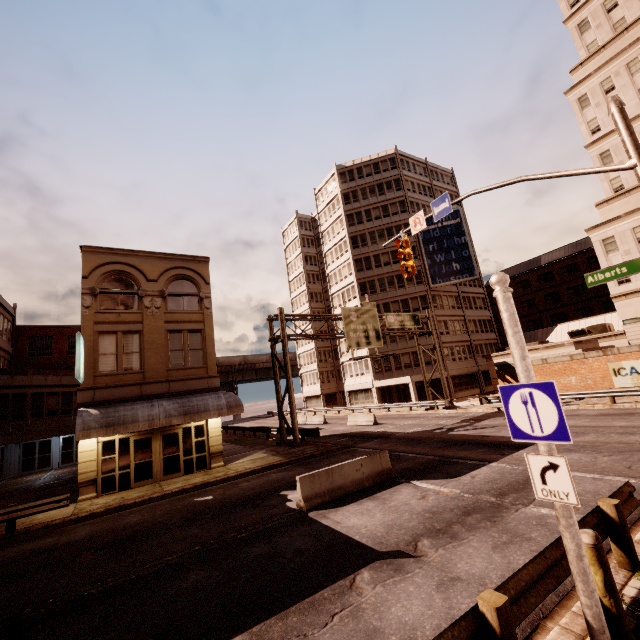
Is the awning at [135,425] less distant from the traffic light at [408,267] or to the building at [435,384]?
the traffic light at [408,267]

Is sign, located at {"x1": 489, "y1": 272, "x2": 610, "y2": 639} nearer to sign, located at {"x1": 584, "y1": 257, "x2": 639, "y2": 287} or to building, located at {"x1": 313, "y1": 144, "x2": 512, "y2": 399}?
sign, located at {"x1": 584, "y1": 257, "x2": 639, "y2": 287}

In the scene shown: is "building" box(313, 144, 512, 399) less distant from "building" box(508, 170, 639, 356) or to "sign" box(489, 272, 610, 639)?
"building" box(508, 170, 639, 356)

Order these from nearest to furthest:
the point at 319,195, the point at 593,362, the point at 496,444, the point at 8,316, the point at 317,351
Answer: the point at 496,444
the point at 593,362
the point at 8,316
the point at 319,195
the point at 317,351

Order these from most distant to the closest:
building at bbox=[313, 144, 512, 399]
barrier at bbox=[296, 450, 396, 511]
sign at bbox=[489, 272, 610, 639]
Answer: building at bbox=[313, 144, 512, 399] < barrier at bbox=[296, 450, 396, 511] < sign at bbox=[489, 272, 610, 639]

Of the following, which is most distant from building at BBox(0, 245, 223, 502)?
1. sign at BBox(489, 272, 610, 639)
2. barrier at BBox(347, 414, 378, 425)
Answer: sign at BBox(489, 272, 610, 639)

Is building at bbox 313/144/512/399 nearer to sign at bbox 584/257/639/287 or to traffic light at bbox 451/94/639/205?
traffic light at bbox 451/94/639/205

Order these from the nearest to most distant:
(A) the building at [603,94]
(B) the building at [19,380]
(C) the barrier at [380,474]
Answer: (C) the barrier at [380,474] < (B) the building at [19,380] < (A) the building at [603,94]
